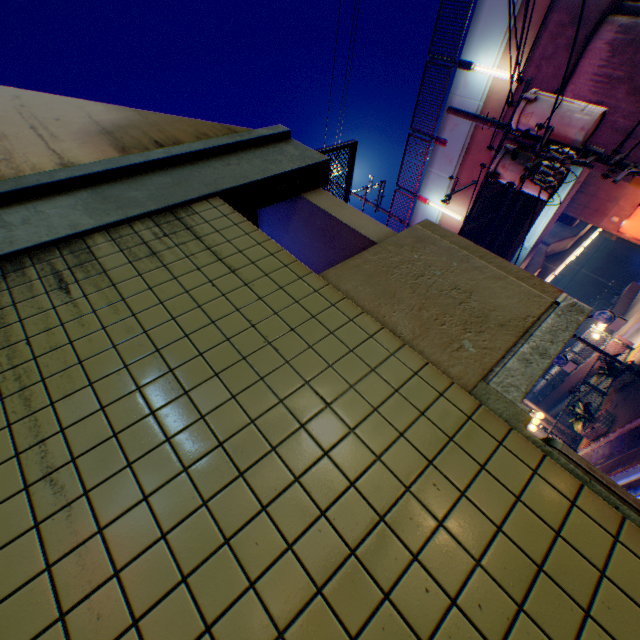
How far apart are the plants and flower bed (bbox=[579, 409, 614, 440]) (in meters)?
2.48

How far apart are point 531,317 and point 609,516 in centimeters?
102cm

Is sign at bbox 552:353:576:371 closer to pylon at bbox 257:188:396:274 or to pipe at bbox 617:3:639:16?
pylon at bbox 257:188:396:274

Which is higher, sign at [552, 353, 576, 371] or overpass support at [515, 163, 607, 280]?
overpass support at [515, 163, 607, 280]

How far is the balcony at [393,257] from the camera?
1.6m

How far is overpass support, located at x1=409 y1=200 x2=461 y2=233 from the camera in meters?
14.5

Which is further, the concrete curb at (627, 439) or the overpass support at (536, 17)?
the concrete curb at (627, 439)

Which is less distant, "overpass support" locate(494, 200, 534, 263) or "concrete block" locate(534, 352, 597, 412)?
"overpass support" locate(494, 200, 534, 263)
